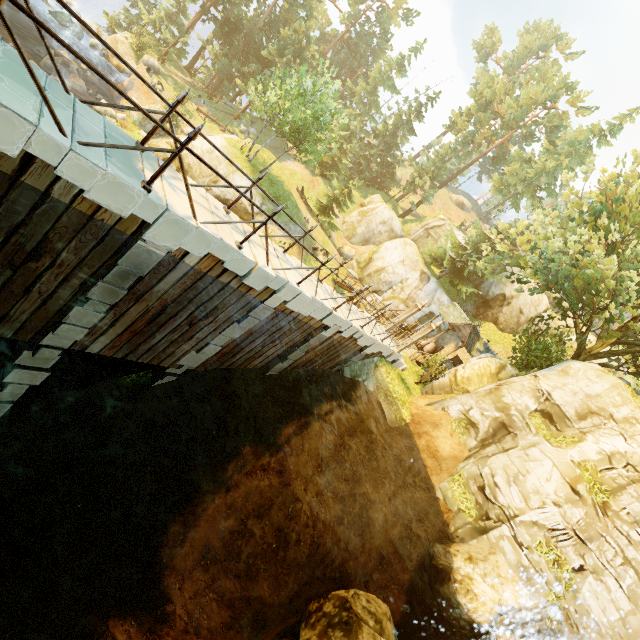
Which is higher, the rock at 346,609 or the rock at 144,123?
the rock at 346,609

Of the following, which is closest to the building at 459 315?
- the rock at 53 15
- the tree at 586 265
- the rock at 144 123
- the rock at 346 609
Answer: the tree at 586 265

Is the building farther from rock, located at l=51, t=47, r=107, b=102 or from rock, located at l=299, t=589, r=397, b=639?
rock, located at l=51, t=47, r=107, b=102

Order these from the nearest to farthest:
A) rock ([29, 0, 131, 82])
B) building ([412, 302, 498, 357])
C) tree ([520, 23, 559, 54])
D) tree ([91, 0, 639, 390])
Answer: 1. tree ([91, 0, 639, 390])
2. building ([412, 302, 498, 357])
3. rock ([29, 0, 131, 82])
4. tree ([520, 23, 559, 54])

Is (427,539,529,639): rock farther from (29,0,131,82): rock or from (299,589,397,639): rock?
(29,0,131,82): rock

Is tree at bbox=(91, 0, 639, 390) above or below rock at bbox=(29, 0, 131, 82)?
above

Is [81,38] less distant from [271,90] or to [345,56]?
[271,90]

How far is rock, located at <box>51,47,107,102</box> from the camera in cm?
2434
